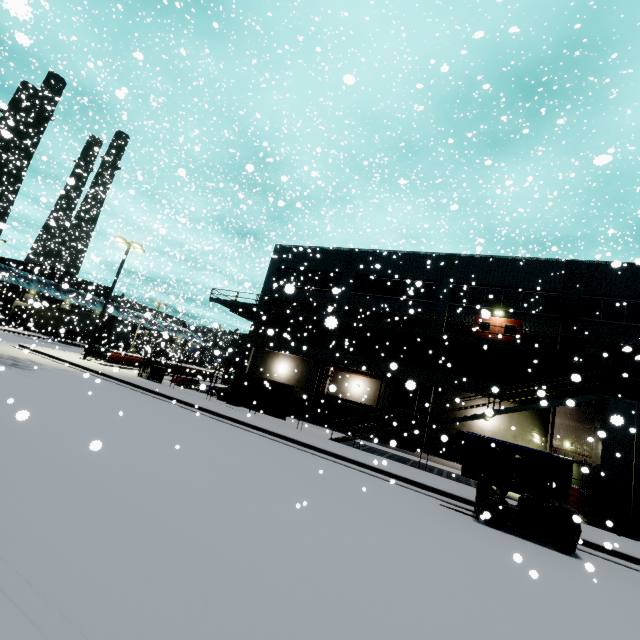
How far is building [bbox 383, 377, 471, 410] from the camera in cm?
2248

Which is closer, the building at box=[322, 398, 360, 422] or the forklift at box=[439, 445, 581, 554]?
the forklift at box=[439, 445, 581, 554]

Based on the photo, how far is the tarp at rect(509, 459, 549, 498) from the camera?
13.0m

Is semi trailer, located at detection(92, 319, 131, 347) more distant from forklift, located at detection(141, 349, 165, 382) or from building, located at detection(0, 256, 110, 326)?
forklift, located at detection(141, 349, 165, 382)

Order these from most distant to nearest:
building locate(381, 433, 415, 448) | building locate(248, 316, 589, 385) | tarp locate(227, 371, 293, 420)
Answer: building locate(381, 433, 415, 448) → building locate(248, 316, 589, 385) → tarp locate(227, 371, 293, 420)

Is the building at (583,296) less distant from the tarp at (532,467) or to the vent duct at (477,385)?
the vent duct at (477,385)

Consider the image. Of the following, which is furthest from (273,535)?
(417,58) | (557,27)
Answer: (557,27)

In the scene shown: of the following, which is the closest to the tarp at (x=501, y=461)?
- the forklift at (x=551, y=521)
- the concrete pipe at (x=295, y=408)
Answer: the forklift at (x=551, y=521)
